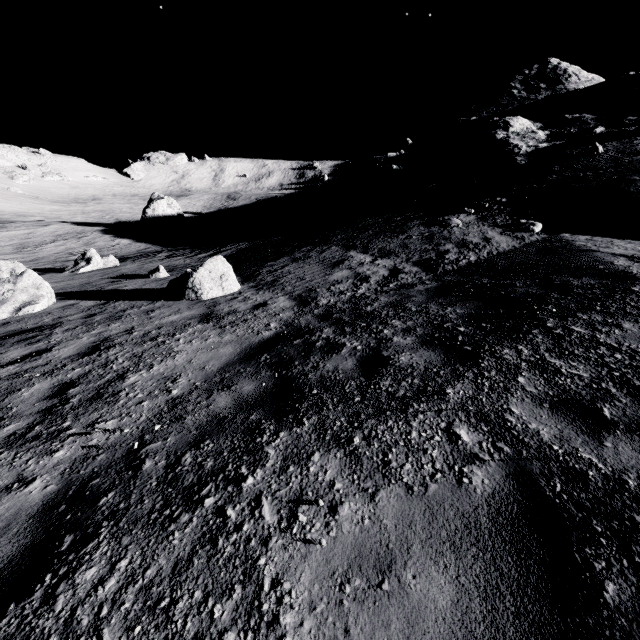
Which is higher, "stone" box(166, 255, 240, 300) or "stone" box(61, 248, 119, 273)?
"stone" box(166, 255, 240, 300)

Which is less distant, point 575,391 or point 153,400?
point 575,391

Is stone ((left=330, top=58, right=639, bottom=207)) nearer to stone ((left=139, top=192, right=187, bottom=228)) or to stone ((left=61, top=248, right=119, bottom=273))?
stone ((left=61, top=248, right=119, bottom=273))

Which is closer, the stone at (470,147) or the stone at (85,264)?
the stone at (85,264)

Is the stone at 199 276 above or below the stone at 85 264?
above

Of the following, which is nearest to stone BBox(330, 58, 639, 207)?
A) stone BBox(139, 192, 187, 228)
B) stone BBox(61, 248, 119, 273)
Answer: stone BBox(61, 248, 119, 273)

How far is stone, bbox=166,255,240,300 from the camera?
8.5m

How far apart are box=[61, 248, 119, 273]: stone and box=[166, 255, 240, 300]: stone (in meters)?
10.04
